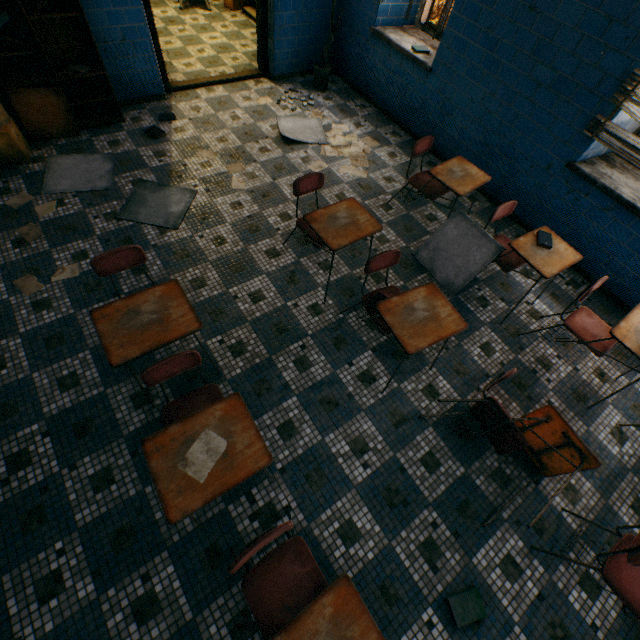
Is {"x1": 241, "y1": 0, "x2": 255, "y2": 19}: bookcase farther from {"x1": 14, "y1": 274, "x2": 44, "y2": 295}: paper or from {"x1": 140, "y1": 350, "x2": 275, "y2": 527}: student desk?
{"x1": 140, "y1": 350, "x2": 275, "y2": 527}: student desk

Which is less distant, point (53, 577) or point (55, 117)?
point (53, 577)

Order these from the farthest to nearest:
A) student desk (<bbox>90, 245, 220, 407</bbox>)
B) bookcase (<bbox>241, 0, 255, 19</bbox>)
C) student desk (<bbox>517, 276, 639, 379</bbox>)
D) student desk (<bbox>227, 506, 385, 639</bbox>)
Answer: bookcase (<bbox>241, 0, 255, 19</bbox>), student desk (<bbox>517, 276, 639, 379</bbox>), student desk (<bbox>90, 245, 220, 407</bbox>), student desk (<bbox>227, 506, 385, 639</bbox>)

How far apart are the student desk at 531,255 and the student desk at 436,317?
1.1 meters

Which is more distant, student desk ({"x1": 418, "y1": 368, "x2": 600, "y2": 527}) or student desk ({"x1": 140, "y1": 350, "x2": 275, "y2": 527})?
student desk ({"x1": 418, "y1": 368, "x2": 600, "y2": 527})

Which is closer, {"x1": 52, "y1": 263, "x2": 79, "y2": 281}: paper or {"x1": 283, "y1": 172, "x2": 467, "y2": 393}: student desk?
{"x1": 283, "y1": 172, "x2": 467, "y2": 393}: student desk

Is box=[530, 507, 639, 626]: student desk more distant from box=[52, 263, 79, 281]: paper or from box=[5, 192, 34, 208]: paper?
box=[5, 192, 34, 208]: paper

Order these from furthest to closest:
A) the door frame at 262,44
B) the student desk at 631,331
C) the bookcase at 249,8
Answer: the bookcase at 249,8 → the door frame at 262,44 → the student desk at 631,331
